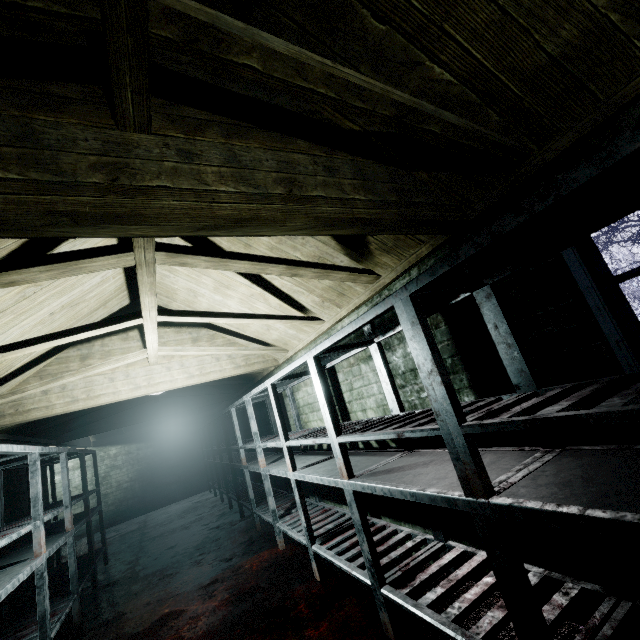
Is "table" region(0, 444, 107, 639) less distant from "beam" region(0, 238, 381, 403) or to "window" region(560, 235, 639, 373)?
"beam" region(0, 238, 381, 403)

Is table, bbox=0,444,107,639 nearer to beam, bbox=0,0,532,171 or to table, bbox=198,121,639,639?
beam, bbox=0,0,532,171

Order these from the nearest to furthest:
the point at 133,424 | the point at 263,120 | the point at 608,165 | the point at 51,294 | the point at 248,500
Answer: the point at 608,165, the point at 263,120, the point at 51,294, the point at 248,500, the point at 133,424

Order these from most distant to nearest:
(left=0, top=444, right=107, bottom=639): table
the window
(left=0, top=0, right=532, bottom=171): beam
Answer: (left=0, top=444, right=107, bottom=639): table < the window < (left=0, top=0, right=532, bottom=171): beam

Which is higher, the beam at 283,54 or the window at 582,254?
the beam at 283,54

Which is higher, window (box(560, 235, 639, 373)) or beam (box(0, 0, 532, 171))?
beam (box(0, 0, 532, 171))

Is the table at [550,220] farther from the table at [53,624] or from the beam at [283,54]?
the table at [53,624]

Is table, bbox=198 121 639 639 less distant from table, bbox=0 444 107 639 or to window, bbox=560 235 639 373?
window, bbox=560 235 639 373
